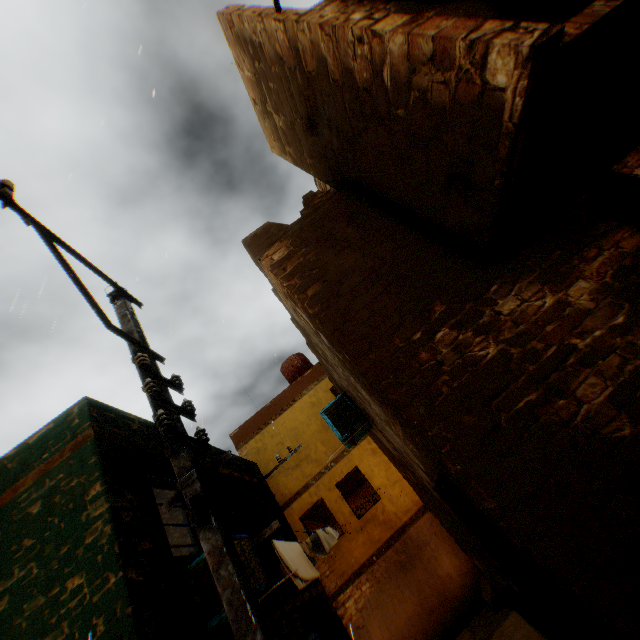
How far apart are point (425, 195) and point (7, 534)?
7.2 meters

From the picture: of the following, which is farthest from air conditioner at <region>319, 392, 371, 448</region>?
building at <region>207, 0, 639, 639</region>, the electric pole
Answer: the electric pole

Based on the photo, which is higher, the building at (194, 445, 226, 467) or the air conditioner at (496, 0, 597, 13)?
the building at (194, 445, 226, 467)

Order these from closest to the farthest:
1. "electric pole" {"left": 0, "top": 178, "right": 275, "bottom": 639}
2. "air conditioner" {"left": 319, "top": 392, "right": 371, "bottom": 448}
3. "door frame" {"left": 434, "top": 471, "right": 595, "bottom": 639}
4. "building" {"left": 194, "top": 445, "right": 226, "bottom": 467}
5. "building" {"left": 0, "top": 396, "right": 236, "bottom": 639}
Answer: "electric pole" {"left": 0, "top": 178, "right": 275, "bottom": 639} < "door frame" {"left": 434, "top": 471, "right": 595, "bottom": 639} < "building" {"left": 0, "top": 396, "right": 236, "bottom": 639} < "air conditioner" {"left": 319, "top": 392, "right": 371, "bottom": 448} < "building" {"left": 194, "top": 445, "right": 226, "bottom": 467}

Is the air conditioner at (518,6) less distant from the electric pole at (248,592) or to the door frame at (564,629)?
the electric pole at (248,592)

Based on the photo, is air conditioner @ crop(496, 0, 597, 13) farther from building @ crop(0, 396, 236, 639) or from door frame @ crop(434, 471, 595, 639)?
door frame @ crop(434, 471, 595, 639)

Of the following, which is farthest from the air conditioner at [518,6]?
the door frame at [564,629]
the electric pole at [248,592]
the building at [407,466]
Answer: the door frame at [564,629]

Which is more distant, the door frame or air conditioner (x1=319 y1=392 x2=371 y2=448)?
air conditioner (x1=319 y1=392 x2=371 y2=448)
